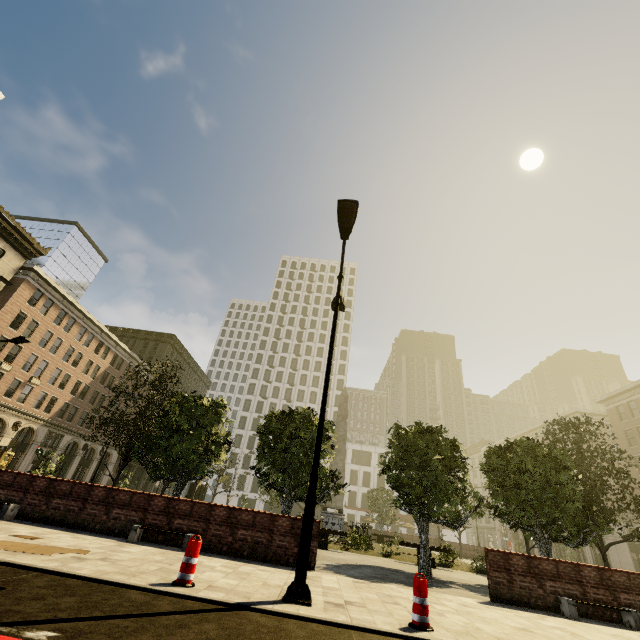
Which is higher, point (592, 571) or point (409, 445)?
point (409, 445)

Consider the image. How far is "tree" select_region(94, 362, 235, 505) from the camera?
13.9m

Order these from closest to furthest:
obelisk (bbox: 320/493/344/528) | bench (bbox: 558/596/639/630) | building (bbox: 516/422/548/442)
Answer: bench (bbox: 558/596/639/630)
obelisk (bbox: 320/493/344/528)
building (bbox: 516/422/548/442)

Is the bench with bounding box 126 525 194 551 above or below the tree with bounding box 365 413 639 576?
below

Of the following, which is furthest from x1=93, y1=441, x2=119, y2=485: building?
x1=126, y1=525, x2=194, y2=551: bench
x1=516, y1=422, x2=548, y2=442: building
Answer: x1=516, y1=422, x2=548, y2=442: building

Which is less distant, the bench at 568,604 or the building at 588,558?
the bench at 568,604

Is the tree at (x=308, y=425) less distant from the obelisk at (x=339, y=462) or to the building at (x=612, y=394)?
the building at (x=612, y=394)

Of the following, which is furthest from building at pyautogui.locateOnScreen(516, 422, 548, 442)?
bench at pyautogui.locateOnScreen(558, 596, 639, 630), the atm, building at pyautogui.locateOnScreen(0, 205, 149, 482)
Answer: the atm
